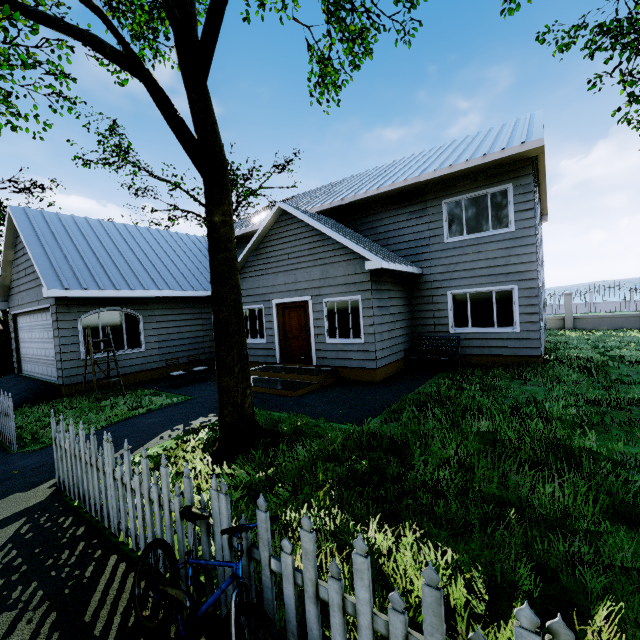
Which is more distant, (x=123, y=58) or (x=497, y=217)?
(x=497, y=217)

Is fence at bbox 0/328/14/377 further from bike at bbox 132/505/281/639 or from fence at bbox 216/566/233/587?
bike at bbox 132/505/281/639

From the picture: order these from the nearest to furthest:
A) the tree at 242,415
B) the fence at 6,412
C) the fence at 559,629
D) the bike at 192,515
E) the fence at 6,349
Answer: the fence at 559,629 < the bike at 192,515 < the tree at 242,415 < the fence at 6,412 < the fence at 6,349

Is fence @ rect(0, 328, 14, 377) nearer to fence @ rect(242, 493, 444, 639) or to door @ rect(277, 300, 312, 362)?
fence @ rect(242, 493, 444, 639)

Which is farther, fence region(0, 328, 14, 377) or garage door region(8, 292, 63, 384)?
fence region(0, 328, 14, 377)

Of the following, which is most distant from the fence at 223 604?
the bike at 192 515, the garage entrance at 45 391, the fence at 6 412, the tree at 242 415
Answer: the garage entrance at 45 391

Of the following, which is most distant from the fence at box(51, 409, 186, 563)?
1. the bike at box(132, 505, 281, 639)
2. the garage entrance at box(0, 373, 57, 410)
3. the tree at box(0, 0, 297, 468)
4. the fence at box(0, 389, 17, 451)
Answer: the garage entrance at box(0, 373, 57, 410)
